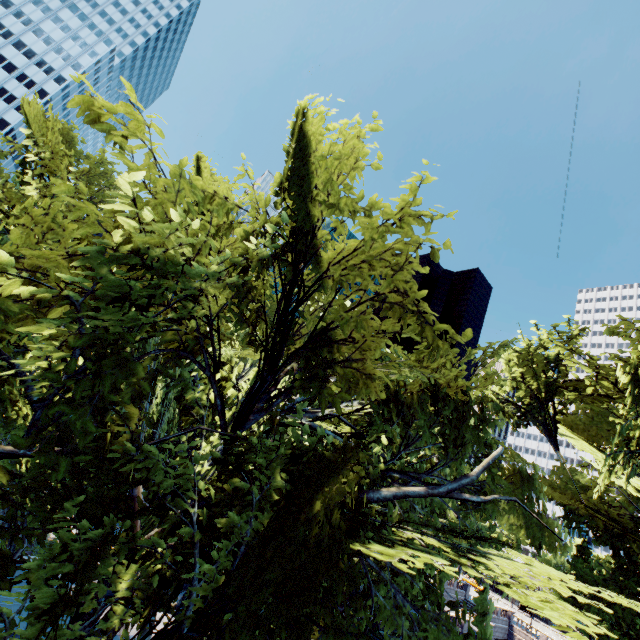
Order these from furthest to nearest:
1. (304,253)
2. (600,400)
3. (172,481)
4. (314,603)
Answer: (600,400) < (304,253) < (172,481) < (314,603)
